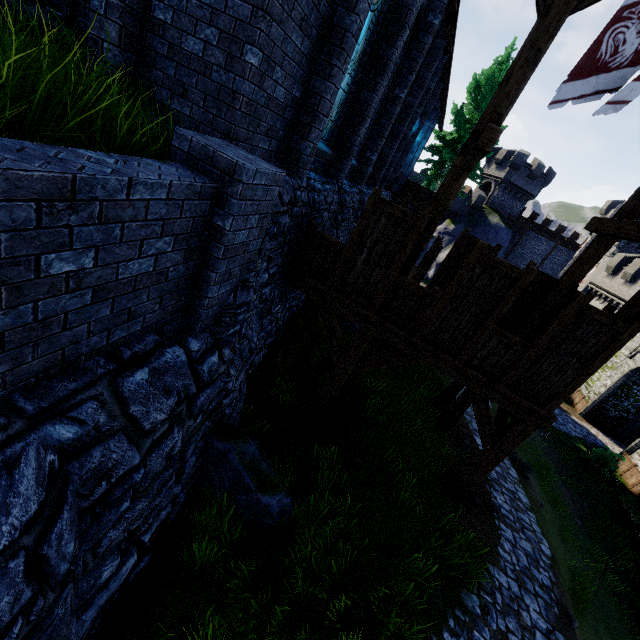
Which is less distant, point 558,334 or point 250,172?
point 250,172

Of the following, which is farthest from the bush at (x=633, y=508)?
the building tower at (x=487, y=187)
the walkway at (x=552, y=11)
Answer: the building tower at (x=487, y=187)

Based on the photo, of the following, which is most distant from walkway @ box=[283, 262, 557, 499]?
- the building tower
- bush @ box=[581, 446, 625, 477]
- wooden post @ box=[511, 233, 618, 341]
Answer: the building tower

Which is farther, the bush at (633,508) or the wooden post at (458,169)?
the bush at (633,508)

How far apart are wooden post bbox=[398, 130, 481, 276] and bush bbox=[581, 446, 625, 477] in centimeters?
1985cm

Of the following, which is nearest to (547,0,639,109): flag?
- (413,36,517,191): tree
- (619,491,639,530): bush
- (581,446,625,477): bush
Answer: (619,491,639,530): bush

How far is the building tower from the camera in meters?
39.4

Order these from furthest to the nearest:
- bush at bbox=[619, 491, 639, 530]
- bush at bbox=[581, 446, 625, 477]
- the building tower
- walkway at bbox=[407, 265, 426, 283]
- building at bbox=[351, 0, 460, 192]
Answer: the building tower
bush at bbox=[581, 446, 625, 477]
bush at bbox=[619, 491, 639, 530]
walkway at bbox=[407, 265, 426, 283]
building at bbox=[351, 0, 460, 192]
